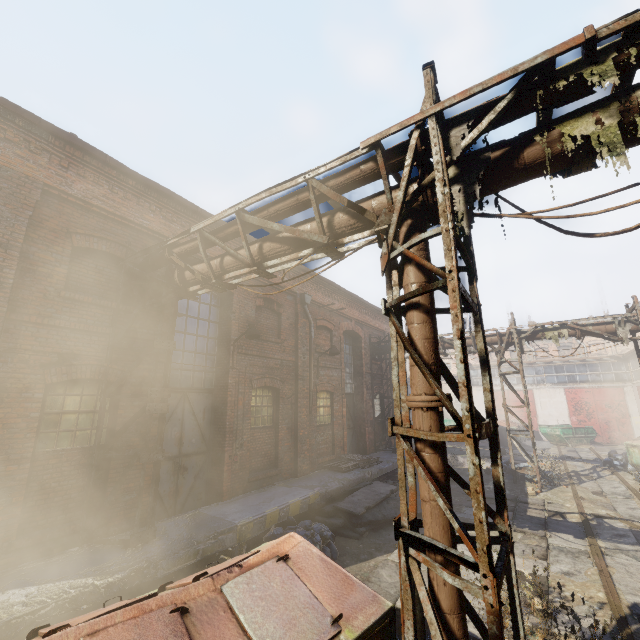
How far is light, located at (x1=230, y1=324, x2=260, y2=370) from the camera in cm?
879

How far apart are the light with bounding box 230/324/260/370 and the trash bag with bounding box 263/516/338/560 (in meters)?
4.03

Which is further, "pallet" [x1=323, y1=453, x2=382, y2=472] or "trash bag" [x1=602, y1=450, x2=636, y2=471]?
"trash bag" [x1=602, y1=450, x2=636, y2=471]

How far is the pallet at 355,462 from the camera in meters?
11.7

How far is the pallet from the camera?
11.7 meters

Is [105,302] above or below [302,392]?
above

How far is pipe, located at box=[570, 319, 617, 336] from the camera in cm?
1204

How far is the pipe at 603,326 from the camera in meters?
12.0
